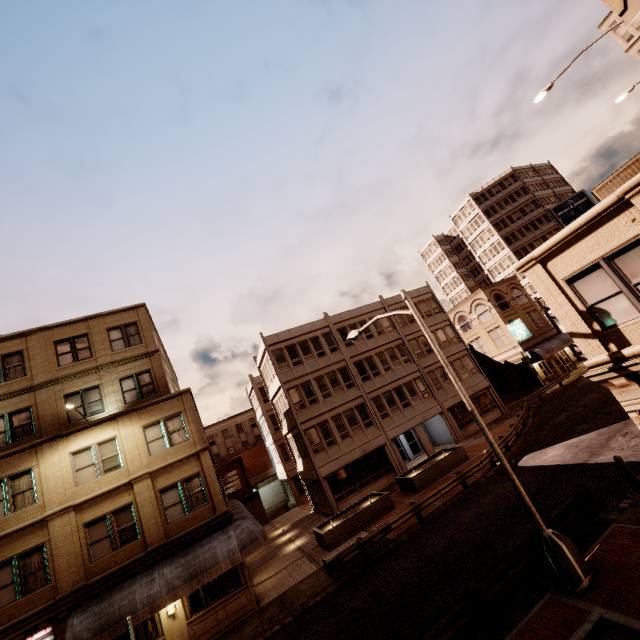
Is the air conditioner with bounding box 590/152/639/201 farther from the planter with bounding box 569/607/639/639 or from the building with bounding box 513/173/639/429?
the planter with bounding box 569/607/639/639

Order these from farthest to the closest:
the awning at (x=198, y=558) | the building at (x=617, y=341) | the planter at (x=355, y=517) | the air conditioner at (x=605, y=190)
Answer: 1. the planter at (x=355, y=517)
2. the awning at (x=198, y=558)
3. the air conditioner at (x=605, y=190)
4. the building at (x=617, y=341)

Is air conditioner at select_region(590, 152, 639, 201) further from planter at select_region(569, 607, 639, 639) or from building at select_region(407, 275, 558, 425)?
building at select_region(407, 275, 558, 425)

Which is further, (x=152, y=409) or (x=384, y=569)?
(x=152, y=409)

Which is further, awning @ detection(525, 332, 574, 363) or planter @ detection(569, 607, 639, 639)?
awning @ detection(525, 332, 574, 363)

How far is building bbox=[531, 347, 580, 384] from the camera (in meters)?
36.75

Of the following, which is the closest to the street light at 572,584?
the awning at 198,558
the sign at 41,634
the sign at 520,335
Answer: the awning at 198,558
